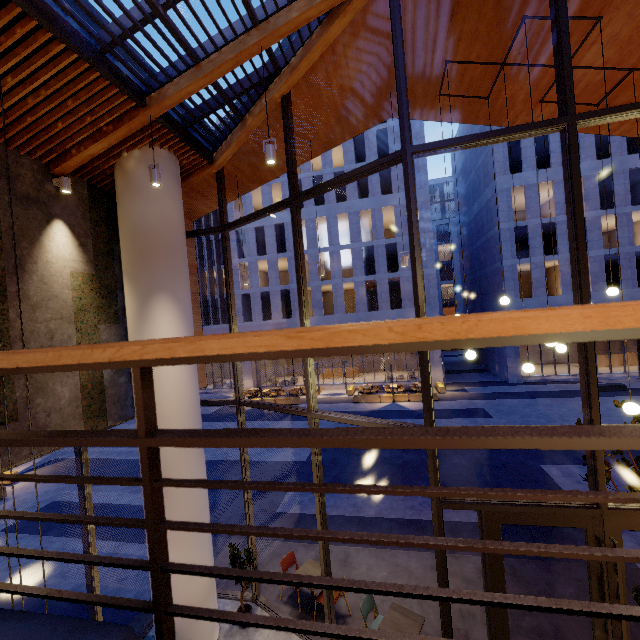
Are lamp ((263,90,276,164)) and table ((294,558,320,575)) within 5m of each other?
no

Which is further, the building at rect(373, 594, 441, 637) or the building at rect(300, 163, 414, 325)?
the building at rect(300, 163, 414, 325)

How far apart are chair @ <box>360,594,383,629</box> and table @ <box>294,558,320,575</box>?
1.0 meters

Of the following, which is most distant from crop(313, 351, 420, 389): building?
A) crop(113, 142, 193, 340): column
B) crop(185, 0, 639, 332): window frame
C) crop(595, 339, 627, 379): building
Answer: crop(113, 142, 193, 340): column

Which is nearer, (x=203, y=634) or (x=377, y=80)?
(x=203, y=634)

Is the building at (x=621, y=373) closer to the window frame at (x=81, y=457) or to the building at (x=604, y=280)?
the building at (x=604, y=280)

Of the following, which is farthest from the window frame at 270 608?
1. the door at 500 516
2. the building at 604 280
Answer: the building at 604 280

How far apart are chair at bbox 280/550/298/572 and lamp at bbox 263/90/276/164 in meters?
8.4
